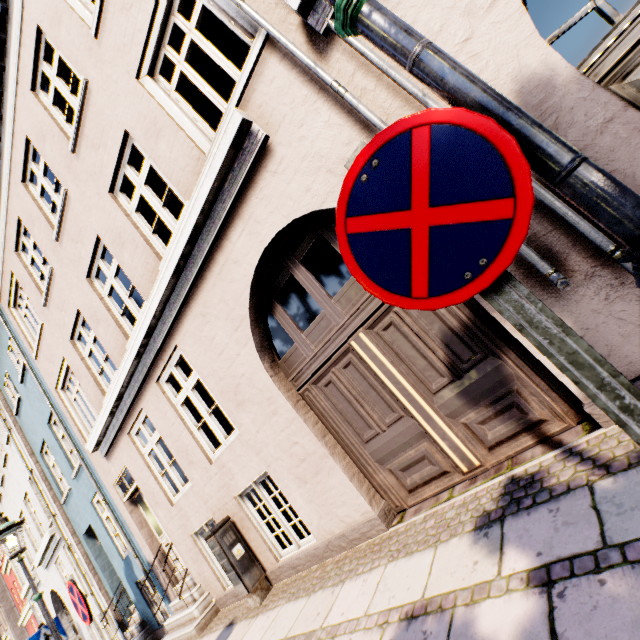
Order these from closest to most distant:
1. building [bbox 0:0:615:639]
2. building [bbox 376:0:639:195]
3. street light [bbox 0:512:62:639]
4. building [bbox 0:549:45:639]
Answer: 1. building [bbox 376:0:639:195]
2. building [bbox 0:0:615:639]
3. street light [bbox 0:512:62:639]
4. building [bbox 0:549:45:639]

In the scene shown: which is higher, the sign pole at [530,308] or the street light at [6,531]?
the street light at [6,531]

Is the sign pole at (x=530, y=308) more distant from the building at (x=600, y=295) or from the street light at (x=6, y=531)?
the street light at (x=6, y=531)

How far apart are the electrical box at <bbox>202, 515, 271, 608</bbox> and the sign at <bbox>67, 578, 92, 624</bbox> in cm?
162

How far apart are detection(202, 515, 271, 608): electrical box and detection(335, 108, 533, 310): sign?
5.53m

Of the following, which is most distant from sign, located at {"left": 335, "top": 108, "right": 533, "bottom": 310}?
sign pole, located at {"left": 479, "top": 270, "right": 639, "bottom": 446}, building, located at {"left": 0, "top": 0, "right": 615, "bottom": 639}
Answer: building, located at {"left": 0, "top": 0, "right": 615, "bottom": 639}

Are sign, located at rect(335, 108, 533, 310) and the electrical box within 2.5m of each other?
no

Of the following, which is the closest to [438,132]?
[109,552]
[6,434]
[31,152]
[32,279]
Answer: [31,152]
